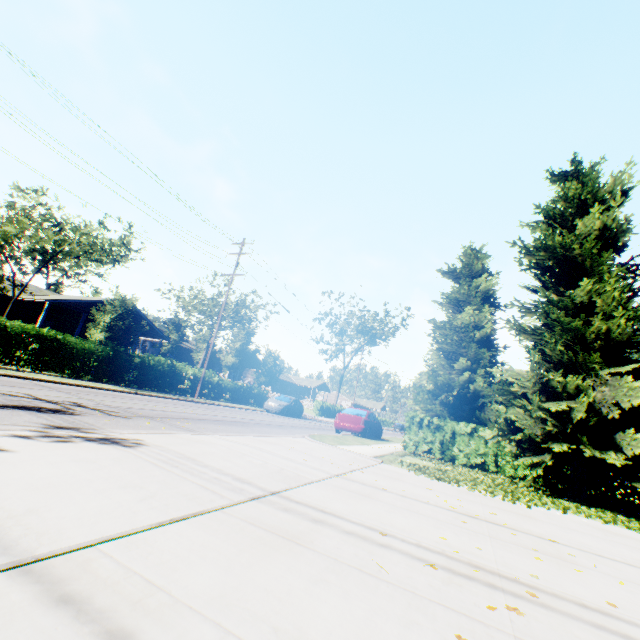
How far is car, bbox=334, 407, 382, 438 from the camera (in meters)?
17.47

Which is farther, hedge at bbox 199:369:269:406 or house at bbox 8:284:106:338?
hedge at bbox 199:369:269:406

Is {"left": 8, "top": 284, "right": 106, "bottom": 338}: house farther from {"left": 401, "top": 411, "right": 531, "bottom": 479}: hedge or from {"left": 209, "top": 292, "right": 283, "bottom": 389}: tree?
{"left": 401, "top": 411, "right": 531, "bottom": 479}: hedge

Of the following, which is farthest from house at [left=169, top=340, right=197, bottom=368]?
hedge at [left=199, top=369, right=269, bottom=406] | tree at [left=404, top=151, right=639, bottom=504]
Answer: tree at [left=404, top=151, right=639, bottom=504]

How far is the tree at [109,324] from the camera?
21.94m

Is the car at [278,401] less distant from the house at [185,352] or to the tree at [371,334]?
the tree at [371,334]

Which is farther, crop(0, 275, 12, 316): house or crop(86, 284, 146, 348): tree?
crop(0, 275, 12, 316): house

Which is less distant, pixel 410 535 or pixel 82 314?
pixel 410 535
